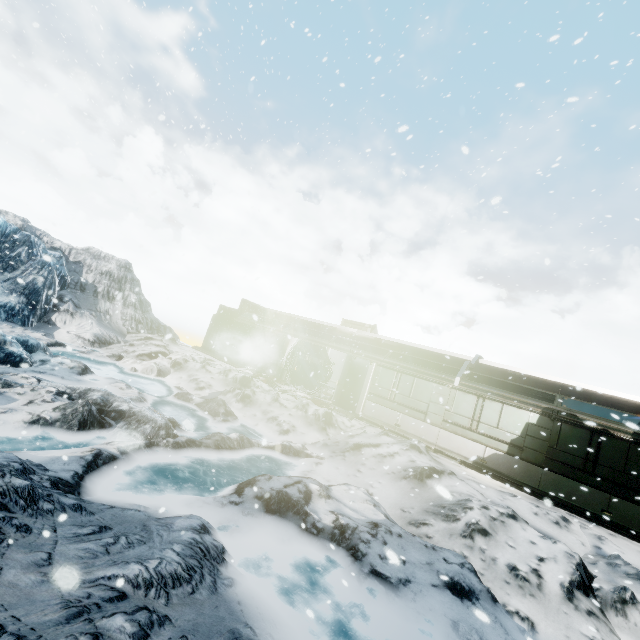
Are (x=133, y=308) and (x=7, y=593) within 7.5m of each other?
no
